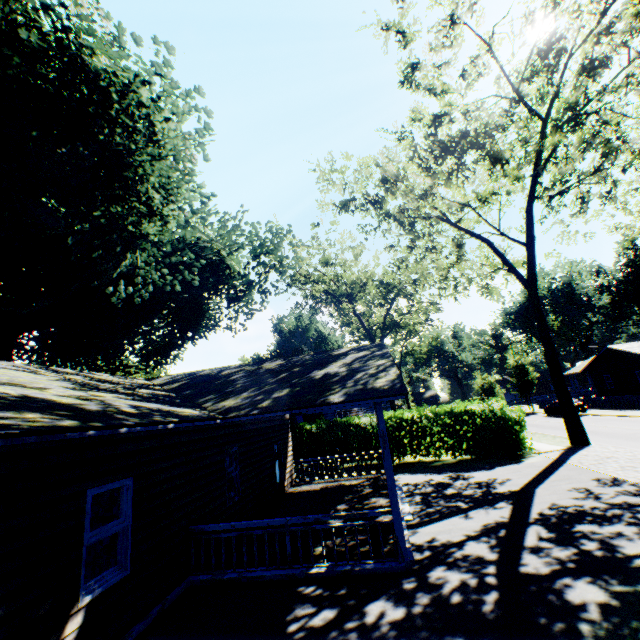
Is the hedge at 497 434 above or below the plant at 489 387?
below

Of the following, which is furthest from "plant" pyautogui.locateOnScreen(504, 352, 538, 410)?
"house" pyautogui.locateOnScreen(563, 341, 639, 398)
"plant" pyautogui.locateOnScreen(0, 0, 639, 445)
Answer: "plant" pyautogui.locateOnScreen(0, 0, 639, 445)

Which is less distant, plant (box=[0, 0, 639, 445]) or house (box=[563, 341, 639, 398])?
plant (box=[0, 0, 639, 445])

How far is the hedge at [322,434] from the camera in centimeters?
1952cm

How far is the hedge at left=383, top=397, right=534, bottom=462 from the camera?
16.8 meters

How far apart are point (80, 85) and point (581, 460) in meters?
25.6 m

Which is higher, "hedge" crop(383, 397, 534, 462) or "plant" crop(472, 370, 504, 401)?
"plant" crop(472, 370, 504, 401)

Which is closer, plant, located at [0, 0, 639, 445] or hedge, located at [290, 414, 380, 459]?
plant, located at [0, 0, 639, 445]
